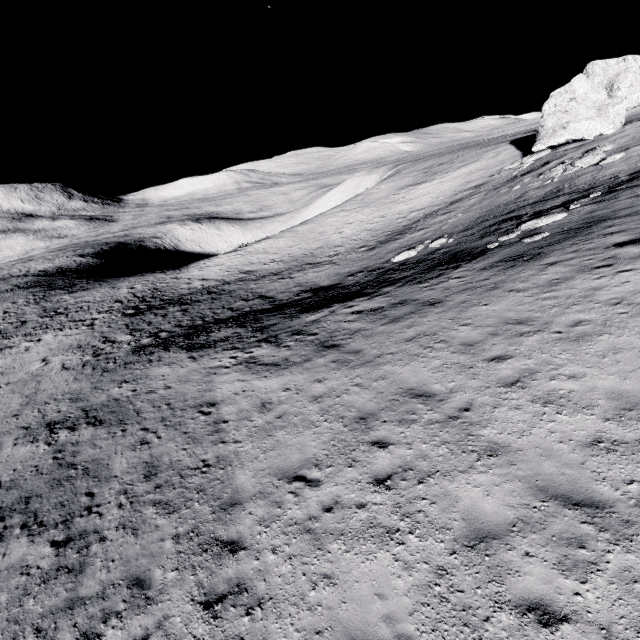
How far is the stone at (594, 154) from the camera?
23.3m

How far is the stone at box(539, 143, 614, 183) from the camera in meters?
23.3 m

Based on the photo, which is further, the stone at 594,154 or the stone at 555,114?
the stone at 555,114

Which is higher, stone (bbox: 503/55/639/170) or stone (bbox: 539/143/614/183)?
stone (bbox: 503/55/639/170)

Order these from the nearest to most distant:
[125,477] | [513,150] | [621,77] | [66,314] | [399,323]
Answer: [125,477]
[399,323]
[621,77]
[66,314]
[513,150]

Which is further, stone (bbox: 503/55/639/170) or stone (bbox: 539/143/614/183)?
stone (bbox: 503/55/639/170)
